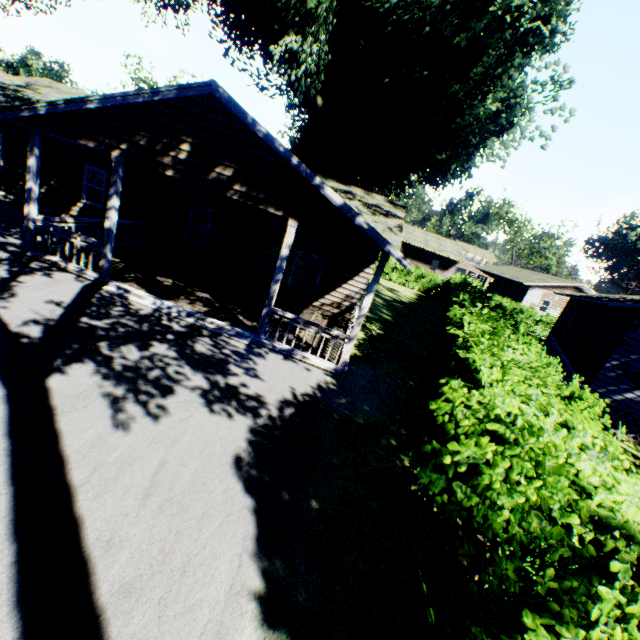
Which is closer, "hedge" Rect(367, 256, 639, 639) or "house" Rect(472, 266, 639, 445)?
"hedge" Rect(367, 256, 639, 639)

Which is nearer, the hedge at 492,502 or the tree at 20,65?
the hedge at 492,502

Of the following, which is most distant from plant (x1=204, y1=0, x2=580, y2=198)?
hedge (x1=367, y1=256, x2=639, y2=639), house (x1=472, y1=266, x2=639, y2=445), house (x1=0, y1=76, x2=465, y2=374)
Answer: house (x1=472, y1=266, x2=639, y2=445)

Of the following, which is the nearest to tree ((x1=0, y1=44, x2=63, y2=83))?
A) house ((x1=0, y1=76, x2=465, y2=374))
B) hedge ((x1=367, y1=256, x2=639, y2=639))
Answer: hedge ((x1=367, y1=256, x2=639, y2=639))

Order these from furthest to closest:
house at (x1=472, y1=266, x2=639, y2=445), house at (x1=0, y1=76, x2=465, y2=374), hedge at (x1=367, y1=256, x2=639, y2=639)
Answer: house at (x1=472, y1=266, x2=639, y2=445) → house at (x1=0, y1=76, x2=465, y2=374) → hedge at (x1=367, y1=256, x2=639, y2=639)

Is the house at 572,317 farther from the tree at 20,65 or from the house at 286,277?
the tree at 20,65

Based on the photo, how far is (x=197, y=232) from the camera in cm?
2223

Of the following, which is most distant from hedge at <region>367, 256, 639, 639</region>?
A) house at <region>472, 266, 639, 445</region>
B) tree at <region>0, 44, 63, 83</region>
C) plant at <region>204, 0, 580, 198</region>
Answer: house at <region>472, 266, 639, 445</region>
